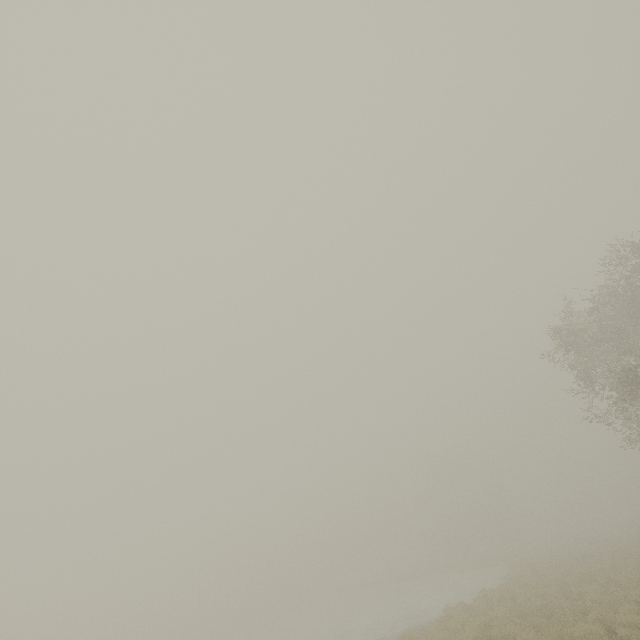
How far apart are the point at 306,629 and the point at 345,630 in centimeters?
866cm
